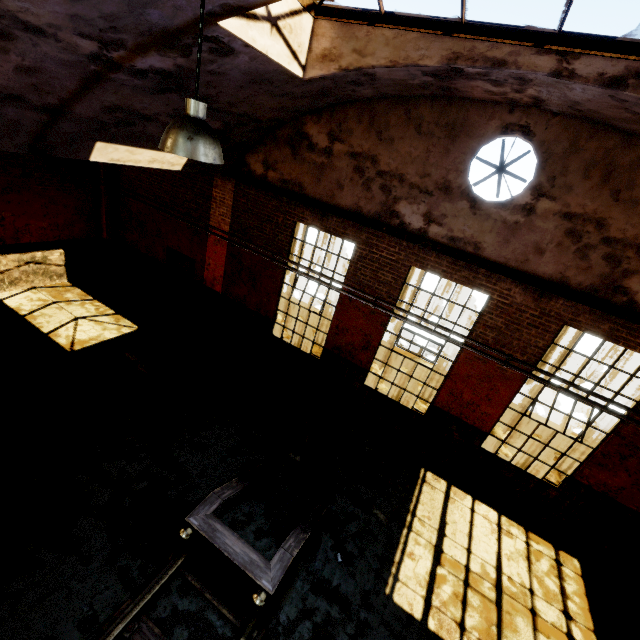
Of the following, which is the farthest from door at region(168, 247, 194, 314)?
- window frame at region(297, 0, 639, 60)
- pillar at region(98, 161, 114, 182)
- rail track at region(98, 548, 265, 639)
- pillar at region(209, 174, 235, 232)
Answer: rail track at region(98, 548, 265, 639)

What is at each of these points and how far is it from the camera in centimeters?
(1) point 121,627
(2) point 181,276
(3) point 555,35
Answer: (1) rail track, 420cm
(2) door, 1109cm
(3) window frame, 397cm

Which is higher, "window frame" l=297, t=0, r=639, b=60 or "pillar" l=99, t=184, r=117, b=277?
"window frame" l=297, t=0, r=639, b=60

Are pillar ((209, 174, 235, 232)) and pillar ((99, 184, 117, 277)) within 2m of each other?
no

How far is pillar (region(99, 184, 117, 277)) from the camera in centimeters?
1107cm

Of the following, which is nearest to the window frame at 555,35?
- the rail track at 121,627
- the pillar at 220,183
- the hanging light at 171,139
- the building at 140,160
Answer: the building at 140,160

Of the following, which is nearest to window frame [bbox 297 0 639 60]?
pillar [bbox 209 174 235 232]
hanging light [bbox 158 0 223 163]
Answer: hanging light [bbox 158 0 223 163]

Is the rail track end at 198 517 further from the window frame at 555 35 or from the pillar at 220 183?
the window frame at 555 35
